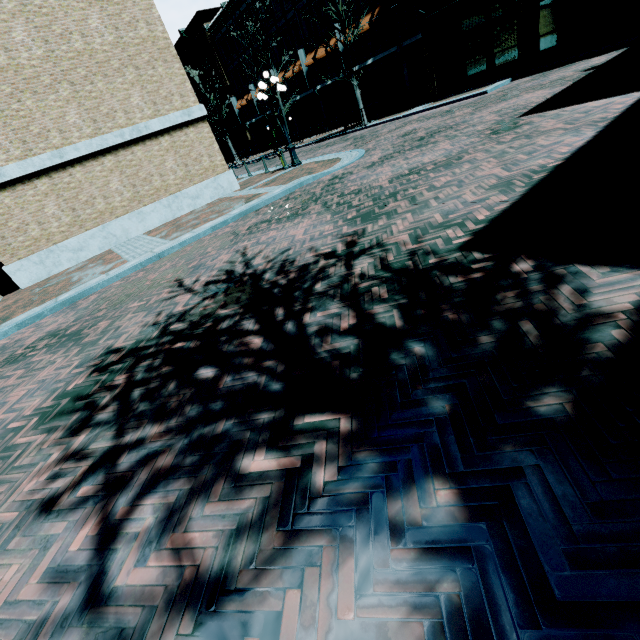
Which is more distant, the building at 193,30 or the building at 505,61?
the building at 193,30

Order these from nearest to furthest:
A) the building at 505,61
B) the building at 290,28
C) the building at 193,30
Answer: the building at 505,61, the building at 290,28, the building at 193,30

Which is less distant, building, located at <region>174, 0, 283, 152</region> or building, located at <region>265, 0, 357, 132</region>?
building, located at <region>265, 0, 357, 132</region>

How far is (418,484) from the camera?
1.7 meters

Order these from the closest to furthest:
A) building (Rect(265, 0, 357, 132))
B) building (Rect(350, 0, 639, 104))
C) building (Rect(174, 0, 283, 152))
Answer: building (Rect(350, 0, 639, 104)) < building (Rect(265, 0, 357, 132)) < building (Rect(174, 0, 283, 152))
